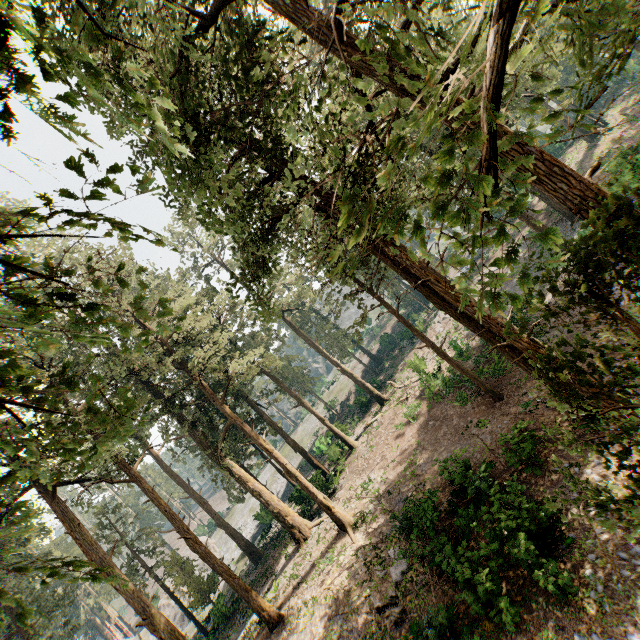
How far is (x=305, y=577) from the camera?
19.8m

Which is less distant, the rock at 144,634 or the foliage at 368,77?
the foliage at 368,77

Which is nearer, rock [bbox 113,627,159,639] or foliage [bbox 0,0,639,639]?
foliage [bbox 0,0,639,639]

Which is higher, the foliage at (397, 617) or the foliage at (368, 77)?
the foliage at (368, 77)

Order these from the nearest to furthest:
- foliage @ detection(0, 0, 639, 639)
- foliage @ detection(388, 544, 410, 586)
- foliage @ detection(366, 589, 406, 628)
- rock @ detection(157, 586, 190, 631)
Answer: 1. foliage @ detection(0, 0, 639, 639)
2. foliage @ detection(366, 589, 406, 628)
3. foliage @ detection(388, 544, 410, 586)
4. rock @ detection(157, 586, 190, 631)

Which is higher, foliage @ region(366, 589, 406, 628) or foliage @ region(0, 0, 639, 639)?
foliage @ region(0, 0, 639, 639)

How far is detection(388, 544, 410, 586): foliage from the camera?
14.7m

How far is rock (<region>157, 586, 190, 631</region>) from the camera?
39.9 meters
